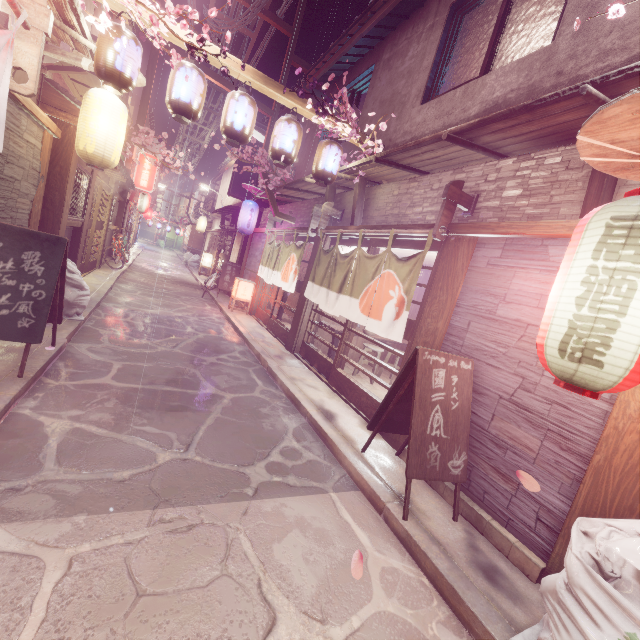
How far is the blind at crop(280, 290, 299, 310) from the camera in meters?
15.3

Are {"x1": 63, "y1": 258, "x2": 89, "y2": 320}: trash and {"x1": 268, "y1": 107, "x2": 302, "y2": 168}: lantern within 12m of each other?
yes

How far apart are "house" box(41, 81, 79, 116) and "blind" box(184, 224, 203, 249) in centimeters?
3551cm

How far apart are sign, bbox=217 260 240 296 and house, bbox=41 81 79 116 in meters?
13.2

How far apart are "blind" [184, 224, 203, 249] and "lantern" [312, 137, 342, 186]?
38.61m

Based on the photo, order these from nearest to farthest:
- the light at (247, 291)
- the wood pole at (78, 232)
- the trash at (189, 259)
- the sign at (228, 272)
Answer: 1. the wood pole at (78, 232)
2. the light at (247, 291)
3. the sign at (228, 272)
4. the trash at (189, 259)

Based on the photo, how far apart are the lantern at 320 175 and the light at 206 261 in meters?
26.2

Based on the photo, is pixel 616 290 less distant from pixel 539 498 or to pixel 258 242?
pixel 539 498
